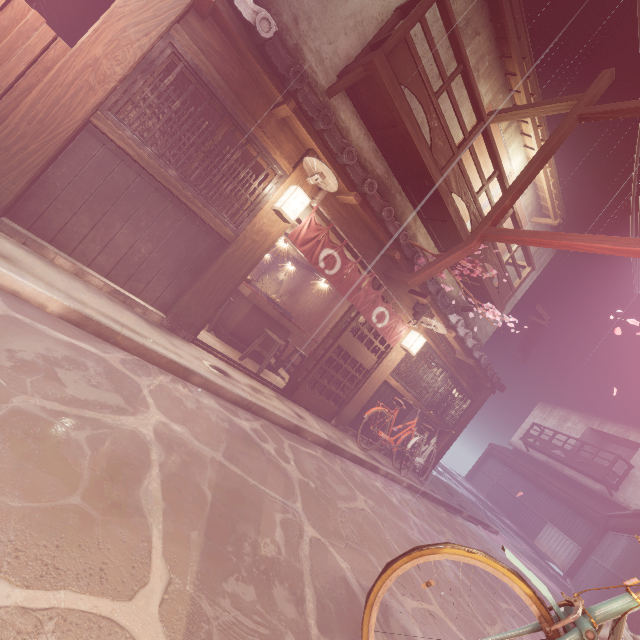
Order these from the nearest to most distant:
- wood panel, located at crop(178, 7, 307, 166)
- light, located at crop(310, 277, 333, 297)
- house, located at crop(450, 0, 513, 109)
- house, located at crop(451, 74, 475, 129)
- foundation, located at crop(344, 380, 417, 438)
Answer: wood panel, located at crop(178, 7, 307, 166)
house, located at crop(450, 0, 513, 109)
house, located at crop(451, 74, 475, 129)
foundation, located at crop(344, 380, 417, 438)
light, located at crop(310, 277, 333, 297)

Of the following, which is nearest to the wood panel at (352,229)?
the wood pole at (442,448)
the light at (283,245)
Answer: the light at (283,245)

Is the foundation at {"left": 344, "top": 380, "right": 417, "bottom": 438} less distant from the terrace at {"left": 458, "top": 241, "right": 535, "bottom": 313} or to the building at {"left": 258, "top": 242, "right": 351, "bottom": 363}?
the building at {"left": 258, "top": 242, "right": 351, "bottom": 363}

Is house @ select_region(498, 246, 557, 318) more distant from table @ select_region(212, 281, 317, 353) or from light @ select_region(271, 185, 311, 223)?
table @ select_region(212, 281, 317, 353)

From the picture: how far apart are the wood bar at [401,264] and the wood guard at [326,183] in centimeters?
53cm

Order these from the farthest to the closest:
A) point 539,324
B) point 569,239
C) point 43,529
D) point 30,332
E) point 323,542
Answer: point 539,324 < point 569,239 < point 323,542 < point 30,332 < point 43,529

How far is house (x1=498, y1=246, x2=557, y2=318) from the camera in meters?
18.6 m

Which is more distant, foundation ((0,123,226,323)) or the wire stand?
the wire stand
